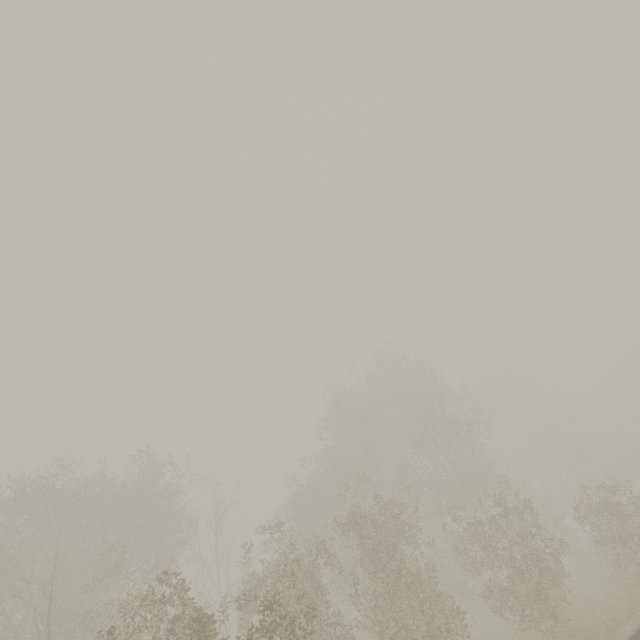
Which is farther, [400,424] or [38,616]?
[400,424]
